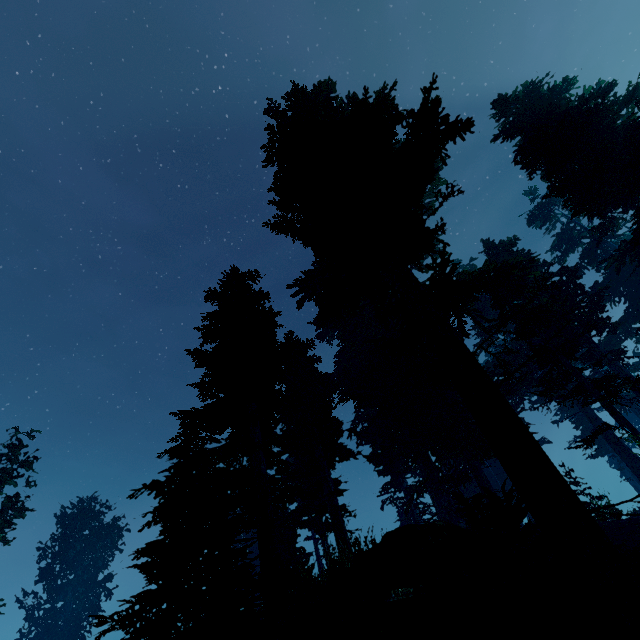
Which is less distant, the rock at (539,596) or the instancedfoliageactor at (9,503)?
the rock at (539,596)

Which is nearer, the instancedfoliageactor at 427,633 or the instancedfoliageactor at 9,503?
the instancedfoliageactor at 427,633

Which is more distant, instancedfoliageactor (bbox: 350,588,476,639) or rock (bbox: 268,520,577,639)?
rock (bbox: 268,520,577,639)

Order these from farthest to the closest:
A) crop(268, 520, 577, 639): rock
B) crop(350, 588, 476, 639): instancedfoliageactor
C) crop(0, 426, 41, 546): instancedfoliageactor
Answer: crop(0, 426, 41, 546): instancedfoliageactor, crop(268, 520, 577, 639): rock, crop(350, 588, 476, 639): instancedfoliageactor

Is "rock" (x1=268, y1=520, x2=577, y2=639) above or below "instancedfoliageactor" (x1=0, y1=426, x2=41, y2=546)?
below

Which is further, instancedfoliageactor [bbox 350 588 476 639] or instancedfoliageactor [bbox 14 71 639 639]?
instancedfoliageactor [bbox 14 71 639 639]

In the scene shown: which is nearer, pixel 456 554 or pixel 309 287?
pixel 456 554
